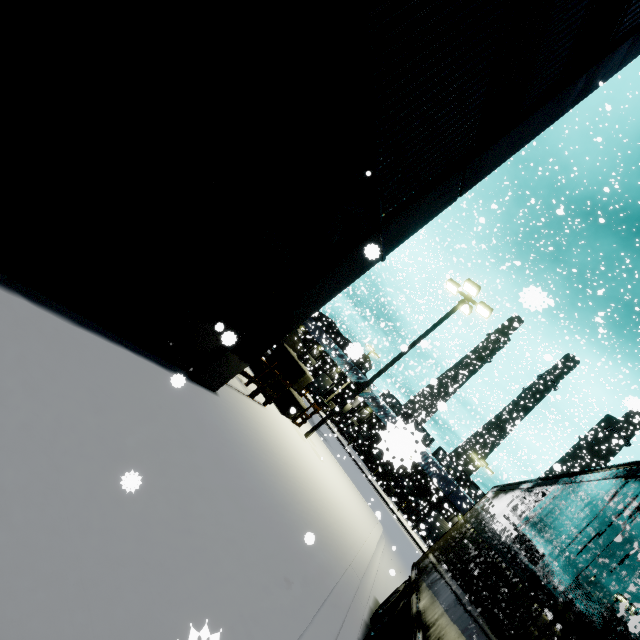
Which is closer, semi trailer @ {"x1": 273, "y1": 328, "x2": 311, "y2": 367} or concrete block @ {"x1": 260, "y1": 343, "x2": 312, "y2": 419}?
concrete block @ {"x1": 260, "y1": 343, "x2": 312, "y2": 419}

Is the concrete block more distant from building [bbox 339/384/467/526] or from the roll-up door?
the roll-up door

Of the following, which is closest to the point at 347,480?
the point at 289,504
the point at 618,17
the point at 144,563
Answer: the point at 289,504

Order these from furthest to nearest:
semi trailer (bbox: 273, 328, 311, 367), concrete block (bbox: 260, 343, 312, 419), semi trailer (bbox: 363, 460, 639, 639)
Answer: semi trailer (bbox: 273, 328, 311, 367), concrete block (bbox: 260, 343, 312, 419), semi trailer (bbox: 363, 460, 639, 639)

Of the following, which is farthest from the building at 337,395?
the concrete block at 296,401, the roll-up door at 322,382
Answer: the concrete block at 296,401

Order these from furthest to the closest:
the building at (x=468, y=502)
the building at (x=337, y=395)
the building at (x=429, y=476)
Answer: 1. the building at (x=337, y=395)
2. the building at (x=468, y=502)
3. the building at (x=429, y=476)

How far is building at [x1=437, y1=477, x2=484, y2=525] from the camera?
36.3m
